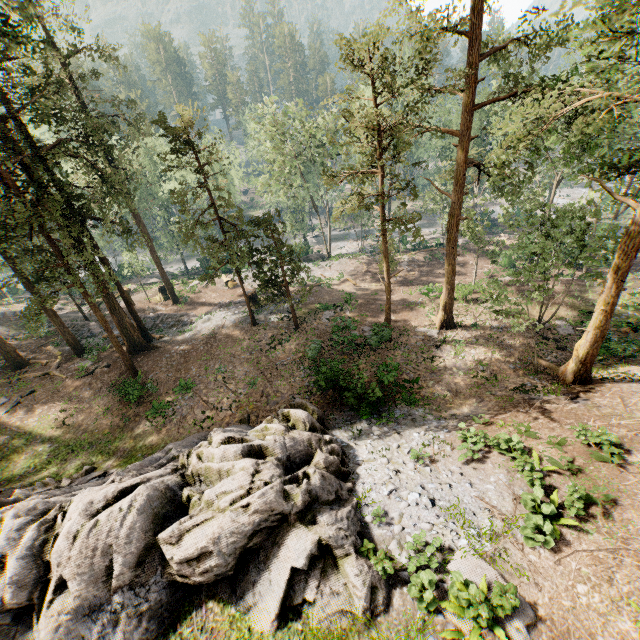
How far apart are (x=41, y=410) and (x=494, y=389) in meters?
30.2 m

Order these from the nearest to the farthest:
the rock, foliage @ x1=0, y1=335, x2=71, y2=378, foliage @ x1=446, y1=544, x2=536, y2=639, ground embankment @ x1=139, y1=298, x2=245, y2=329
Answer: foliage @ x1=446, y1=544, x2=536, y2=639, the rock, foliage @ x1=0, y1=335, x2=71, y2=378, ground embankment @ x1=139, y1=298, x2=245, y2=329

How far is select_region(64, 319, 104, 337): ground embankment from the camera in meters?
31.6

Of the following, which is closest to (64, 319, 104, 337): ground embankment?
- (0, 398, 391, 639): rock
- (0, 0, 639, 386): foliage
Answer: (0, 0, 639, 386): foliage

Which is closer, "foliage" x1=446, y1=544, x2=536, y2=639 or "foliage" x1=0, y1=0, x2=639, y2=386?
"foliage" x1=446, y1=544, x2=536, y2=639

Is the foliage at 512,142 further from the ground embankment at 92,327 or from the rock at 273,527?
the rock at 273,527
